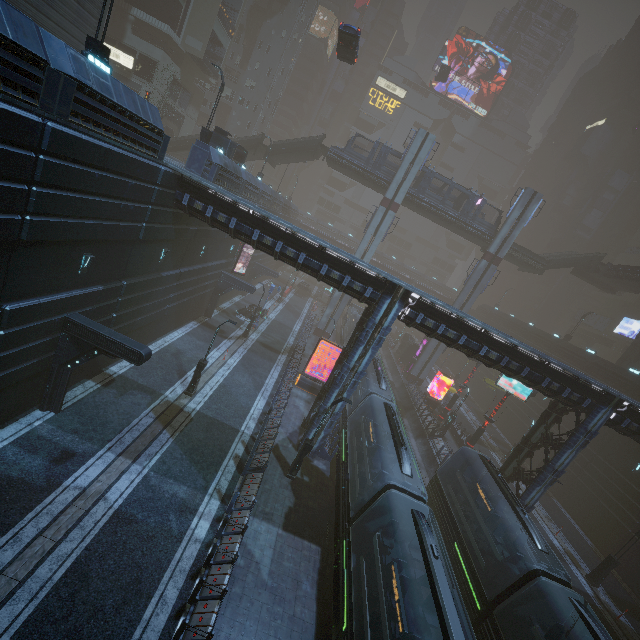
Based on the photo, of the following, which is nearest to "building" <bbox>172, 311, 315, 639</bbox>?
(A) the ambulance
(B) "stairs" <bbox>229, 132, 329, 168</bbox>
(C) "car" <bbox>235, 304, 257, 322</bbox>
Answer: (C) "car" <bbox>235, 304, 257, 322</bbox>

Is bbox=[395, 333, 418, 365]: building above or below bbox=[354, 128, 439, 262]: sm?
below

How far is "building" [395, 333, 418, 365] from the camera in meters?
49.0 m

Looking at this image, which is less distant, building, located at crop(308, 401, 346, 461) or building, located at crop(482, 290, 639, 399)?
building, located at crop(308, 401, 346, 461)

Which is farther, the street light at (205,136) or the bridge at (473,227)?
the bridge at (473,227)

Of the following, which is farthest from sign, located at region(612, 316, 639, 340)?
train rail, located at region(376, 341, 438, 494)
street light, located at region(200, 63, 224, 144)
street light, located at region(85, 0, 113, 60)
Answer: street light, located at region(85, 0, 113, 60)

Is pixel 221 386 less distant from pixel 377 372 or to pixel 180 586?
pixel 377 372

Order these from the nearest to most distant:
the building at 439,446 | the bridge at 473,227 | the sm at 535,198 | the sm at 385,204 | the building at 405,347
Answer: the building at 439,446 → the sm at 385,204 → the sm at 535,198 → the bridge at 473,227 → the building at 405,347
